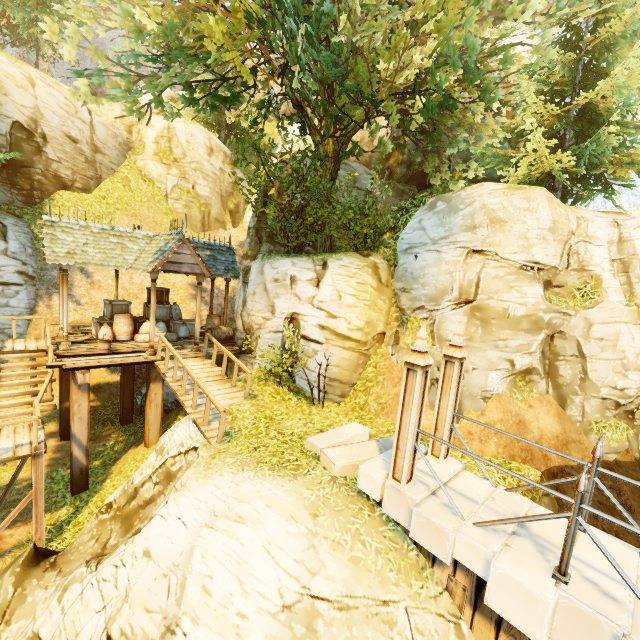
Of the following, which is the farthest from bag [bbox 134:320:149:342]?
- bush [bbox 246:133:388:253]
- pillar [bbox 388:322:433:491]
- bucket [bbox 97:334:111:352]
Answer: pillar [bbox 388:322:433:491]

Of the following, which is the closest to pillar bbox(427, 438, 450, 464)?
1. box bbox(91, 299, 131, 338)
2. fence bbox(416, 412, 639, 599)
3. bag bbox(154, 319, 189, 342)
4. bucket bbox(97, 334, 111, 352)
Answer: fence bbox(416, 412, 639, 599)

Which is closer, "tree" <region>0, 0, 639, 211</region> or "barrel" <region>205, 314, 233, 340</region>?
"tree" <region>0, 0, 639, 211</region>

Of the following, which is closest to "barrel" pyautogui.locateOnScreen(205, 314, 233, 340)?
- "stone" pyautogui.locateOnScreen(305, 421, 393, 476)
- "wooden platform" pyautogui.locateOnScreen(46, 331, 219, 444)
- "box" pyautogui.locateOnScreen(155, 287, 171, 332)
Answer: "wooden platform" pyautogui.locateOnScreen(46, 331, 219, 444)

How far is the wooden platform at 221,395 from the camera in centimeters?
952cm

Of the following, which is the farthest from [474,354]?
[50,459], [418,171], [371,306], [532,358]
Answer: [50,459]

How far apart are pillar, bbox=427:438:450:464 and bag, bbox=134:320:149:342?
11.3m

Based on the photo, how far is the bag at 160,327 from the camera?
13.3 meters
